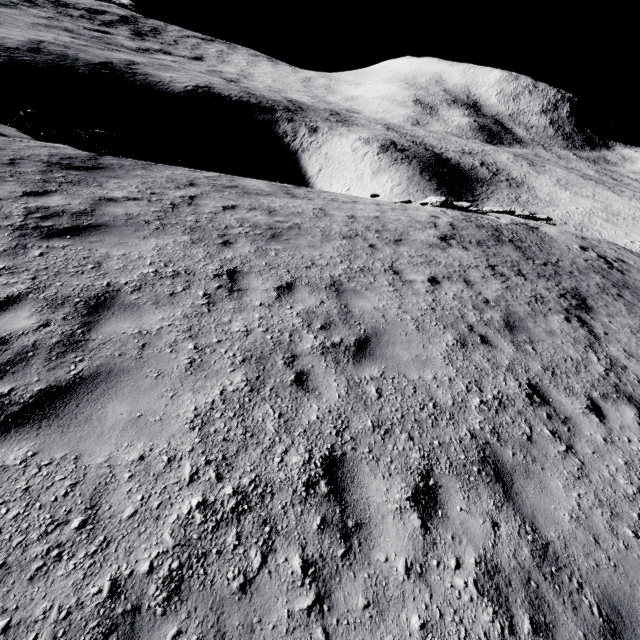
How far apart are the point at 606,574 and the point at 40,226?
9.5 meters
